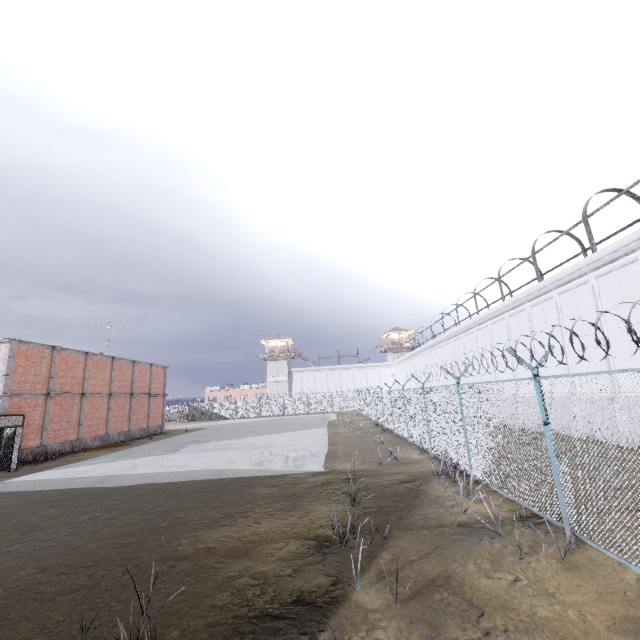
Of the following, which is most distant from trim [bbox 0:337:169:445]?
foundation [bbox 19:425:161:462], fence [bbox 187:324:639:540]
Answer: fence [bbox 187:324:639:540]

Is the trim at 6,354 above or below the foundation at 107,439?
above

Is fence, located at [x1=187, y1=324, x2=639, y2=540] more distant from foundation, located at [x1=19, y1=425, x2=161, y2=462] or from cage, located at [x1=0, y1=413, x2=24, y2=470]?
foundation, located at [x1=19, y1=425, x2=161, y2=462]

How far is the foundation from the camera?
19.55m

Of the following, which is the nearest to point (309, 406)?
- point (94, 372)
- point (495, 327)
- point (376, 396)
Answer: point (376, 396)

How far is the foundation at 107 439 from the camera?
19.5 meters

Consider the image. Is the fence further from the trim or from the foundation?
the foundation

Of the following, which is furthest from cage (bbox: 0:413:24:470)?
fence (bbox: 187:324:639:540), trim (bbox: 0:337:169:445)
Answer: fence (bbox: 187:324:639:540)
